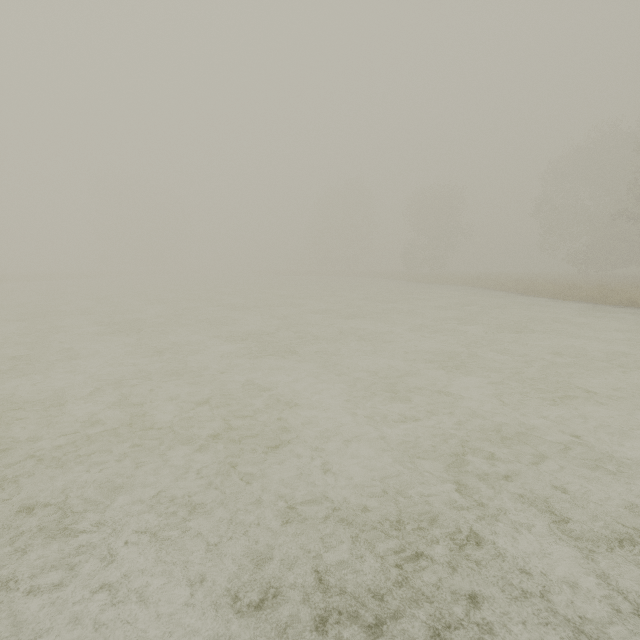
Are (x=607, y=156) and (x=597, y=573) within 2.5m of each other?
no
